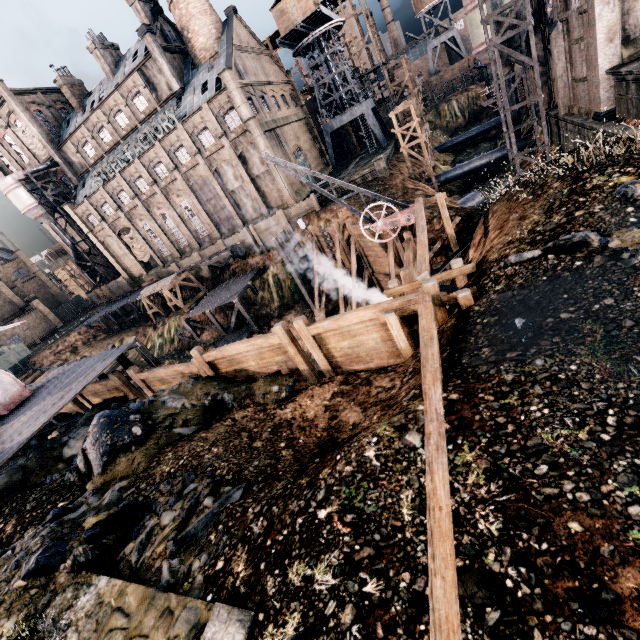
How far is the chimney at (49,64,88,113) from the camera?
47.9 meters

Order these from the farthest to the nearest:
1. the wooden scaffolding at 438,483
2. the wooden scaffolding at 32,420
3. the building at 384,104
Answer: the building at 384,104
the wooden scaffolding at 32,420
the wooden scaffolding at 438,483

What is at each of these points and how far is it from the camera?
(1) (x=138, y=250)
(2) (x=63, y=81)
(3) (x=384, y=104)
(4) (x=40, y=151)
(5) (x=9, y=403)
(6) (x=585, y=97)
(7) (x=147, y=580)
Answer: (1) cloth, 53.8 meters
(2) chimney, 47.8 meters
(3) building, 58.4 meters
(4) cloth, 52.3 meters
(5) crane, 17.4 meters
(6) building, 24.2 meters
(7) stone debris, 6.4 meters

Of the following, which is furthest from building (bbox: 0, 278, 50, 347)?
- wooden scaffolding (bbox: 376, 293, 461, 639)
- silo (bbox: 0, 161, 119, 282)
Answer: wooden scaffolding (bbox: 376, 293, 461, 639)

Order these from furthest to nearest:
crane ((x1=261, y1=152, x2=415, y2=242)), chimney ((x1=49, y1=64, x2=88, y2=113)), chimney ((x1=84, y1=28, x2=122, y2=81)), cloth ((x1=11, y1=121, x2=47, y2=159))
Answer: cloth ((x1=11, y1=121, x2=47, y2=159)) < chimney ((x1=49, y1=64, x2=88, y2=113)) < chimney ((x1=84, y1=28, x2=122, y2=81)) < crane ((x1=261, y1=152, x2=415, y2=242))

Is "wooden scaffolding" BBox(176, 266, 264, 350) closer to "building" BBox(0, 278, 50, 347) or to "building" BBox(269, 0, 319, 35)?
"building" BBox(269, 0, 319, 35)

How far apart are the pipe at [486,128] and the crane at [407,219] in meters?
47.5

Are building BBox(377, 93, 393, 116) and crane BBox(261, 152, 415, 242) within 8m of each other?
no
